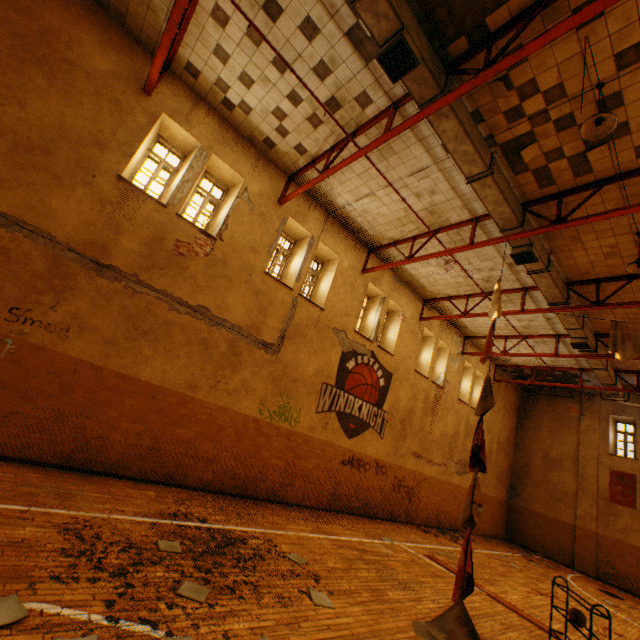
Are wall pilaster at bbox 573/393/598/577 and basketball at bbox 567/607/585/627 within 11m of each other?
no

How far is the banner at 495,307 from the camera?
7.0m

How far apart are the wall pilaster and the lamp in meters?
18.2 m

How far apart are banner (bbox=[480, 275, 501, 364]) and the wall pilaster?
15.8m

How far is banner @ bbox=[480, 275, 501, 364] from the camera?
7.0m

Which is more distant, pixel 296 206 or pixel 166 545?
pixel 296 206

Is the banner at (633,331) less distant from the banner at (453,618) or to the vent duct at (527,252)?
the vent duct at (527,252)

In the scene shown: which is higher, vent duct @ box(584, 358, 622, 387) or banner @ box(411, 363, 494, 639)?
vent duct @ box(584, 358, 622, 387)
